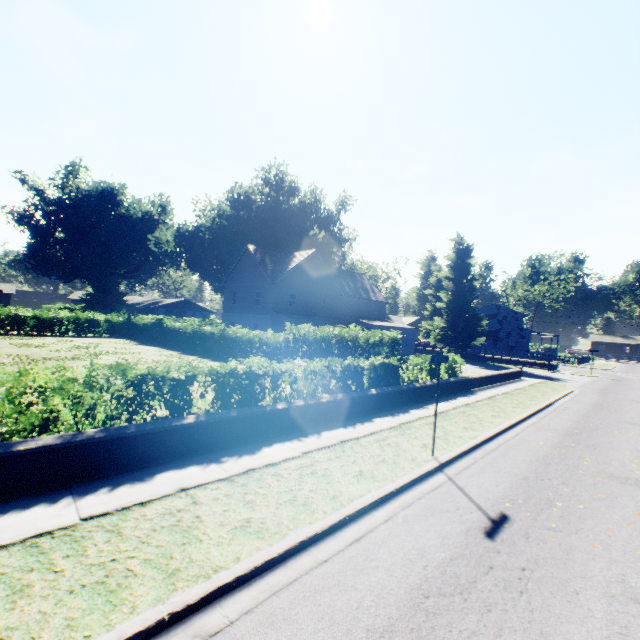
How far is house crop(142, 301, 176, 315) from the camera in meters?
58.0

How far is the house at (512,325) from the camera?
55.8m

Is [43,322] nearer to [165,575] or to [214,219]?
[214,219]

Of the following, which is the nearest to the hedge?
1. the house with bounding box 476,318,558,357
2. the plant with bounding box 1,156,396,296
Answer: the plant with bounding box 1,156,396,296

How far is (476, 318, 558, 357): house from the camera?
55.8m

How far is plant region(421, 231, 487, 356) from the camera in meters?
39.6 m

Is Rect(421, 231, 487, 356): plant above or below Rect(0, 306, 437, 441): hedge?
above

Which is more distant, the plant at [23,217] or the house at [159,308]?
the house at [159,308]
